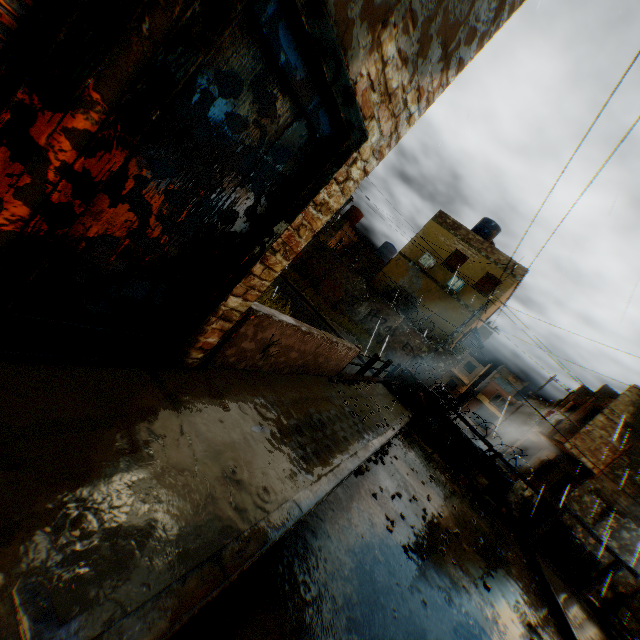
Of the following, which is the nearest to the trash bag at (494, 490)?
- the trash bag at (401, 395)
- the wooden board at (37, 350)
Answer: the trash bag at (401, 395)

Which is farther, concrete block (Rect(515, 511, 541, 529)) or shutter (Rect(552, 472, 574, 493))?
shutter (Rect(552, 472, 574, 493))

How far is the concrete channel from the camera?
18.6m

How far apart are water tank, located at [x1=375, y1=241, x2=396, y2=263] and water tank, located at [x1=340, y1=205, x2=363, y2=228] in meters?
A: 3.3 m

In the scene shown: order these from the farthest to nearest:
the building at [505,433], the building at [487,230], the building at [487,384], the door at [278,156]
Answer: the building at [487,384] → the building at [505,433] → the building at [487,230] → the door at [278,156]

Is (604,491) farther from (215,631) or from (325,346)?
(215,631)

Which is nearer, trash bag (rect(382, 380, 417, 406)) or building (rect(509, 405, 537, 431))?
trash bag (rect(382, 380, 417, 406))

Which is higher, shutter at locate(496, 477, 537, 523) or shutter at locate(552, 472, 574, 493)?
shutter at locate(552, 472, 574, 493)
